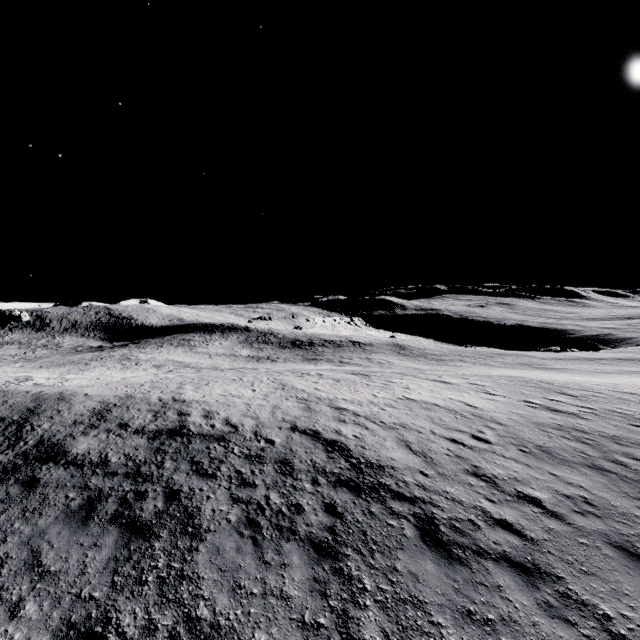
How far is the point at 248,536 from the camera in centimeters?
709cm
